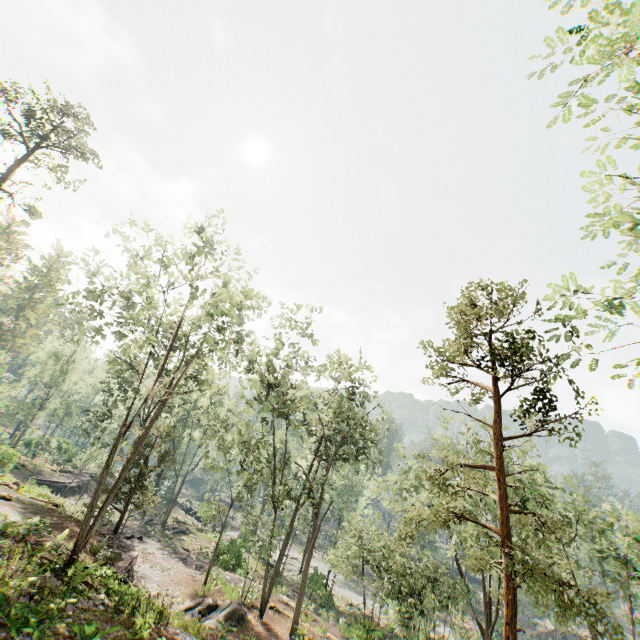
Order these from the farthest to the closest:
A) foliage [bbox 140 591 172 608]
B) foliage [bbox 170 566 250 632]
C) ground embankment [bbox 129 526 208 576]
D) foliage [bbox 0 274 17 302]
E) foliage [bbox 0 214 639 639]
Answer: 1. foliage [bbox 0 274 17 302]
2. ground embankment [bbox 129 526 208 576]
3. foliage [bbox 170 566 250 632]
4. foliage [bbox 140 591 172 608]
5. foliage [bbox 0 214 639 639]

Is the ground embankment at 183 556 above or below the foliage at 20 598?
below

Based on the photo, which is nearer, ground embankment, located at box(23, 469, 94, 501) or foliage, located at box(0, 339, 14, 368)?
foliage, located at box(0, 339, 14, 368)

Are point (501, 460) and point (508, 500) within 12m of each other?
no

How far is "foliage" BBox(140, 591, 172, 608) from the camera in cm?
1357

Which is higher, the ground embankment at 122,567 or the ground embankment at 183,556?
the ground embankment at 122,567

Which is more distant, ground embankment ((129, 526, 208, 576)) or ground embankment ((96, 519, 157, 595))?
ground embankment ((129, 526, 208, 576))

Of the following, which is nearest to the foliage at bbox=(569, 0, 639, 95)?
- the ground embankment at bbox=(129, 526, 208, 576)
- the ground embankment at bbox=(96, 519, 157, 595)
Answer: the ground embankment at bbox=(96, 519, 157, 595)
